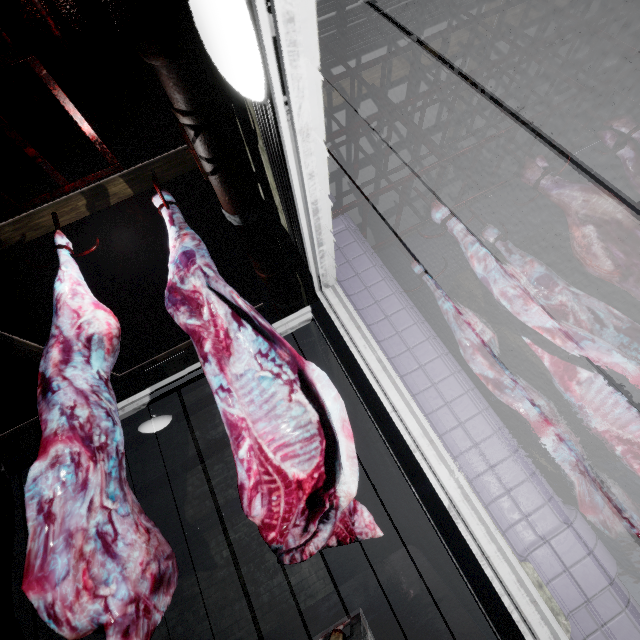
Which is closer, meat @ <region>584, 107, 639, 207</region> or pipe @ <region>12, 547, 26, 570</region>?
meat @ <region>584, 107, 639, 207</region>

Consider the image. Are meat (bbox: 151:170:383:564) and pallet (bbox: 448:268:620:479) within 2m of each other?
no

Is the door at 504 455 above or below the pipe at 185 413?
below

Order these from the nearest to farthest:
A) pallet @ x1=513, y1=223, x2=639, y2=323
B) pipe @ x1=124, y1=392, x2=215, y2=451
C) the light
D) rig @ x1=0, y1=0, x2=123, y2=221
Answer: the light < rig @ x1=0, y1=0, x2=123, y2=221 < pallet @ x1=513, y1=223, x2=639, y2=323 < pipe @ x1=124, y1=392, x2=215, y2=451

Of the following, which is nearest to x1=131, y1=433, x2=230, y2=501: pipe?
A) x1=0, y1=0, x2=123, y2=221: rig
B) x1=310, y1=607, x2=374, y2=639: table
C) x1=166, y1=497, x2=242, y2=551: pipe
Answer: x1=0, y1=0, x2=123, y2=221: rig

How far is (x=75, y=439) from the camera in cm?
95

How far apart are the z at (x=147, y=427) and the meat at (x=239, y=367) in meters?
2.2 m

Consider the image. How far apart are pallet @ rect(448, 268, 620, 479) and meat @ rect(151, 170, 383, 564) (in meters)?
3.40
